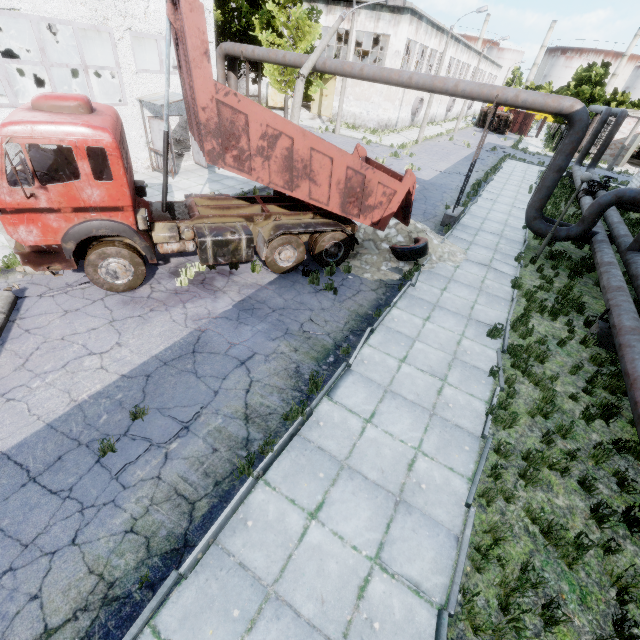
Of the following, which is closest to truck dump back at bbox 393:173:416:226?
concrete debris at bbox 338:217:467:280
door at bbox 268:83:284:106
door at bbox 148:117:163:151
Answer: concrete debris at bbox 338:217:467:280

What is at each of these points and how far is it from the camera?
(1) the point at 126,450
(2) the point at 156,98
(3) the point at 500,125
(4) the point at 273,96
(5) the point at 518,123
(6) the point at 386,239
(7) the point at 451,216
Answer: (1) asphalt debris, 5.1 meters
(2) awning, 13.8 meters
(3) truck, 50.9 meters
(4) door, 36.8 meters
(5) truck dump body, 52.9 meters
(6) concrete debris, 11.5 meters
(7) pipe holder, 14.6 meters

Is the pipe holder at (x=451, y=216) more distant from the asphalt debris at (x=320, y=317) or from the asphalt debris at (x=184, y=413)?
the asphalt debris at (x=184, y=413)

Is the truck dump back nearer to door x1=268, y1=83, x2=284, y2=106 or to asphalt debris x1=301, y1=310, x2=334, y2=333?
asphalt debris x1=301, y1=310, x2=334, y2=333

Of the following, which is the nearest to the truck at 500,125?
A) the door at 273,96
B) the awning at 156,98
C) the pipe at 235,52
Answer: the door at 273,96

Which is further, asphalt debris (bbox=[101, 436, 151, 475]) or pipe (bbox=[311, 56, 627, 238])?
pipe (bbox=[311, 56, 627, 238])

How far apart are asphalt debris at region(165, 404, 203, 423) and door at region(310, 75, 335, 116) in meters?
39.3 m

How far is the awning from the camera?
13.45m
